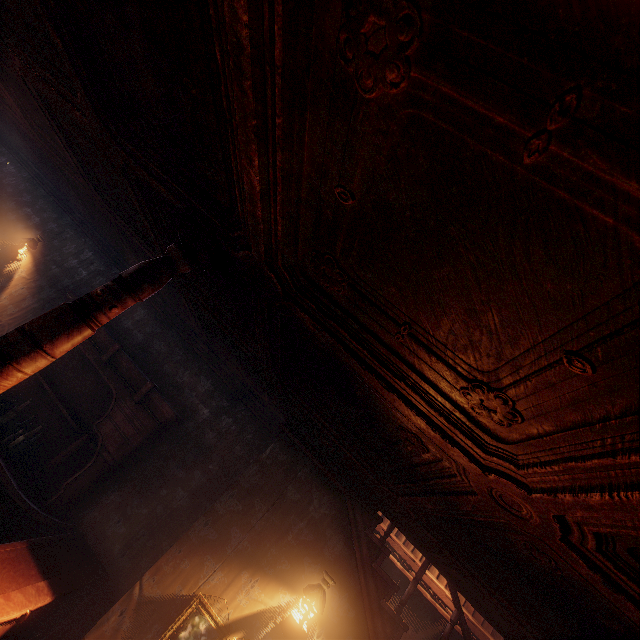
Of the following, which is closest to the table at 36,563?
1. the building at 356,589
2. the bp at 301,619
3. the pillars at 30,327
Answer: the building at 356,589

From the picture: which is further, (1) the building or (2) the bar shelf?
(2) the bar shelf

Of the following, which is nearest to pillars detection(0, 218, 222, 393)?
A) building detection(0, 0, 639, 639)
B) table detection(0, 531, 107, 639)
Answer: building detection(0, 0, 639, 639)

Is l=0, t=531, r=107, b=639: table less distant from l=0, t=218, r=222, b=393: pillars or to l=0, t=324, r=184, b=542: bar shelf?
l=0, t=324, r=184, b=542: bar shelf

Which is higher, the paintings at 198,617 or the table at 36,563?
the paintings at 198,617

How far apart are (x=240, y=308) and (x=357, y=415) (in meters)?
1.34

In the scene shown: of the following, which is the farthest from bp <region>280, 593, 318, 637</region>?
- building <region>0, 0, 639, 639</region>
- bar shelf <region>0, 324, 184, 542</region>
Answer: bar shelf <region>0, 324, 184, 542</region>

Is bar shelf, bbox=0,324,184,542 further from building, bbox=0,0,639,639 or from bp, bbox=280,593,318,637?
bp, bbox=280,593,318,637
